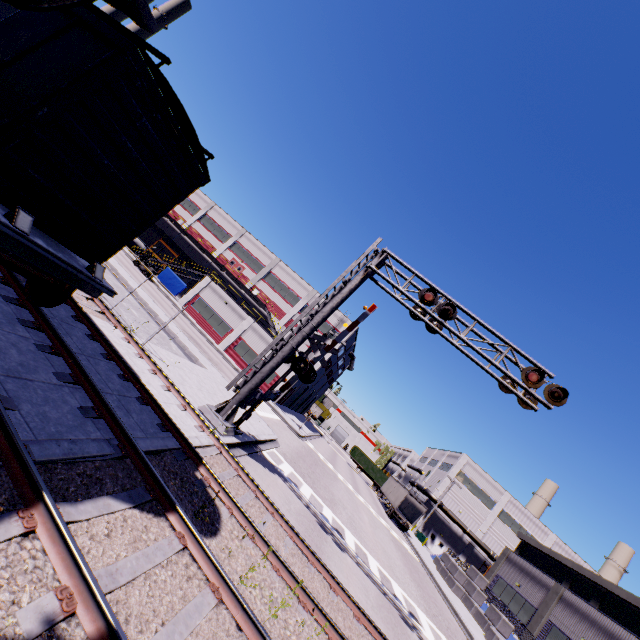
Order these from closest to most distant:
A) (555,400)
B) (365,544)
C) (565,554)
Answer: (555,400) < (365,544) < (565,554)

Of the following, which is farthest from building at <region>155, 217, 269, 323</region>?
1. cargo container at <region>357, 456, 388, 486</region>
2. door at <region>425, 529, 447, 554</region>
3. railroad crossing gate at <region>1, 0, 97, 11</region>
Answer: railroad crossing gate at <region>1, 0, 97, 11</region>

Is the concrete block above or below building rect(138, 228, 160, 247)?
below

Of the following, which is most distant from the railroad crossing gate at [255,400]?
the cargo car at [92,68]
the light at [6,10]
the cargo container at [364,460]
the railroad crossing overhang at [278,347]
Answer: the cargo container at [364,460]

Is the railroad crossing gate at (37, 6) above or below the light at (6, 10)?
below

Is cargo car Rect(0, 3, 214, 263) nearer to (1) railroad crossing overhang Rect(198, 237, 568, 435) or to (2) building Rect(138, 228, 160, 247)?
(2) building Rect(138, 228, 160, 247)

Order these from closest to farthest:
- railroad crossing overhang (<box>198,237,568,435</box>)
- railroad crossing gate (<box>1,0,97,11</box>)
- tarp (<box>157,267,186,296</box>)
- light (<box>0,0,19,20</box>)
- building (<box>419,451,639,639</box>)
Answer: railroad crossing gate (<box>1,0,97,11</box>)
light (<box>0,0,19,20</box>)
railroad crossing overhang (<box>198,237,568,435</box>)
building (<box>419,451,639,639</box>)
tarp (<box>157,267,186,296</box>)

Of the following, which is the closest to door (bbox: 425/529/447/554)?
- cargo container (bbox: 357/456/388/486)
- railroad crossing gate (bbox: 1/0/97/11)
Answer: cargo container (bbox: 357/456/388/486)
